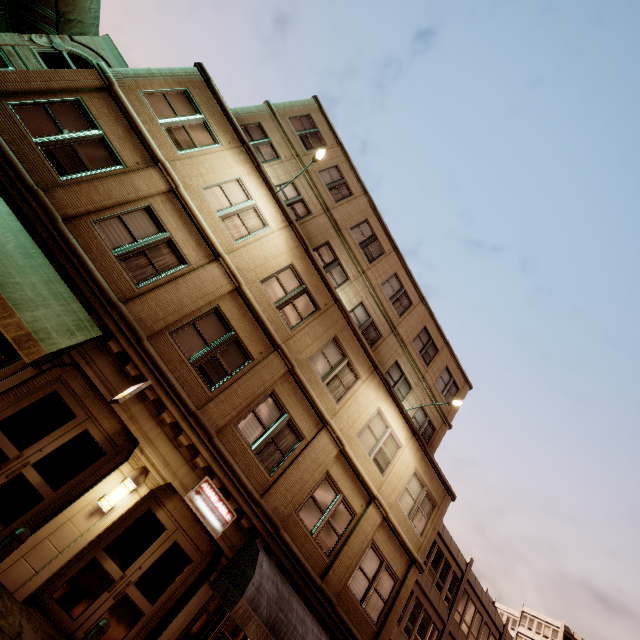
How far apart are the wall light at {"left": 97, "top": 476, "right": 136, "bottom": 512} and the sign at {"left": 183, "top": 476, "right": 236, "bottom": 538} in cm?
121

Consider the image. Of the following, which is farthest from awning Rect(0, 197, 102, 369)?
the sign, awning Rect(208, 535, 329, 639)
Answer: awning Rect(208, 535, 329, 639)

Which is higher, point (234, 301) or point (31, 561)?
point (234, 301)

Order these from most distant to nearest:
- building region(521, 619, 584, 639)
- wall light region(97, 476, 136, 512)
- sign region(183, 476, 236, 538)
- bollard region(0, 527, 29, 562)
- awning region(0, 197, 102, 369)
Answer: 1. building region(521, 619, 584, 639)
2. sign region(183, 476, 236, 538)
3. wall light region(97, 476, 136, 512)
4. awning region(0, 197, 102, 369)
5. bollard region(0, 527, 29, 562)

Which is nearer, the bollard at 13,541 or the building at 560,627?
the bollard at 13,541

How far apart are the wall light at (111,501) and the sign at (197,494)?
1.2m

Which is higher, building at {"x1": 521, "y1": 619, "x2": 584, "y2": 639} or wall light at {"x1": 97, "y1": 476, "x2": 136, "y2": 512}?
building at {"x1": 521, "y1": 619, "x2": 584, "y2": 639}

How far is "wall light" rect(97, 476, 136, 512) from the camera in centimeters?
751cm
